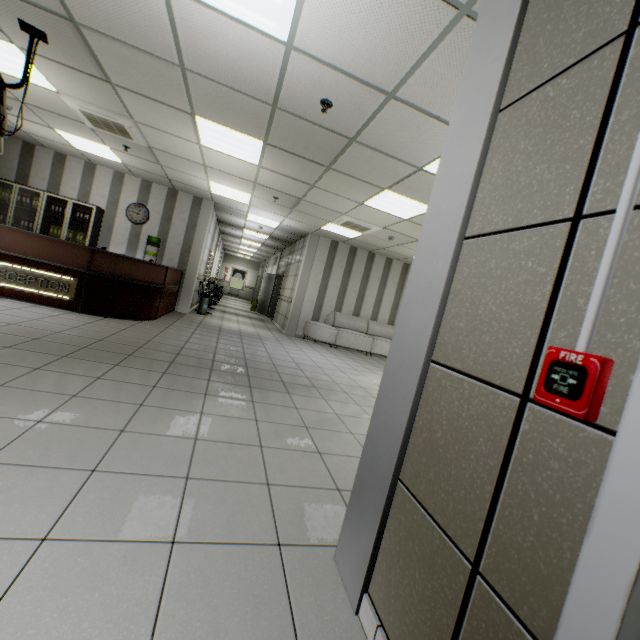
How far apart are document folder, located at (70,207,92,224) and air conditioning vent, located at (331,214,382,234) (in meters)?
6.16

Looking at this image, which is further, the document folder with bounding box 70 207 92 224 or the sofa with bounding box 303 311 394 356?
the sofa with bounding box 303 311 394 356

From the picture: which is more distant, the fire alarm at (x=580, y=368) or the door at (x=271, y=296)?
the door at (x=271, y=296)

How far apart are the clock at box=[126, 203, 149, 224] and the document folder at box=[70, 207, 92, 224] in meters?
0.8

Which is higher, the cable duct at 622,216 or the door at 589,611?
the cable duct at 622,216

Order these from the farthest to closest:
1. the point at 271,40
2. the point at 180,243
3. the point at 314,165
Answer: the point at 180,243
the point at 314,165
the point at 271,40

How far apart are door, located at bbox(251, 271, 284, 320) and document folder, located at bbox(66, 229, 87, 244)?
6.84m

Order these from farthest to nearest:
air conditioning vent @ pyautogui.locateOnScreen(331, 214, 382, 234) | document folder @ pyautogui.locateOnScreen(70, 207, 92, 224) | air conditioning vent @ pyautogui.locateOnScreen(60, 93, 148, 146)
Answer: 1. document folder @ pyautogui.locateOnScreen(70, 207, 92, 224)
2. air conditioning vent @ pyautogui.locateOnScreen(331, 214, 382, 234)
3. air conditioning vent @ pyautogui.locateOnScreen(60, 93, 148, 146)
